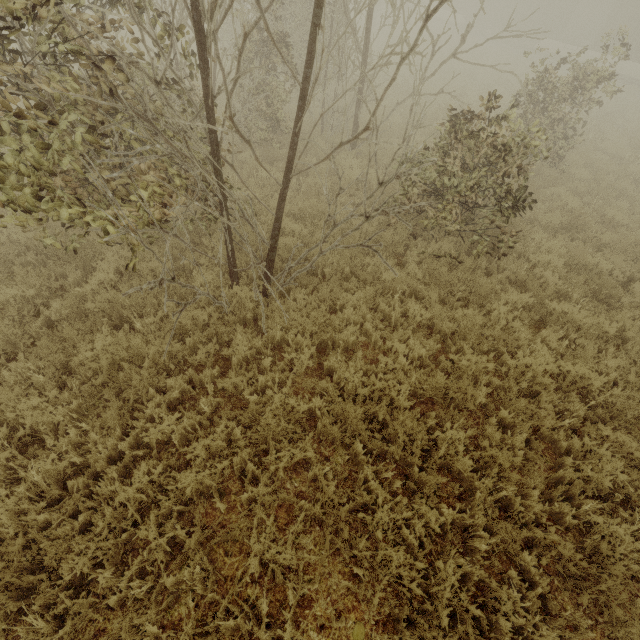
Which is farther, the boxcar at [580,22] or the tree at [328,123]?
the boxcar at [580,22]

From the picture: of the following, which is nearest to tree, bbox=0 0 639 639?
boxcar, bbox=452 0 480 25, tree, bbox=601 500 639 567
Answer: tree, bbox=601 500 639 567

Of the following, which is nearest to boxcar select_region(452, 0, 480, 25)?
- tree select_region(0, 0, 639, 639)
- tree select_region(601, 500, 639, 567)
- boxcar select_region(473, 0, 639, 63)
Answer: boxcar select_region(473, 0, 639, 63)

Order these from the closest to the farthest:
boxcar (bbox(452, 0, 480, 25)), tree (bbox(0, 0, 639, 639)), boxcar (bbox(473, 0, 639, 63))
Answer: tree (bbox(0, 0, 639, 639)) < boxcar (bbox(473, 0, 639, 63)) < boxcar (bbox(452, 0, 480, 25))

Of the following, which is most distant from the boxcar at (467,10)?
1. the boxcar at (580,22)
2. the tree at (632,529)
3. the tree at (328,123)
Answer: the tree at (632,529)

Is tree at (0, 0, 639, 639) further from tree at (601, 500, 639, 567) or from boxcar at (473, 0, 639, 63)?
boxcar at (473, 0, 639, 63)

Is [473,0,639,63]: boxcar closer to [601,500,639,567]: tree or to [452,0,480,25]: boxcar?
[452,0,480,25]: boxcar

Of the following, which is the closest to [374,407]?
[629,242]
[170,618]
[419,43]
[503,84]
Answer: [170,618]
